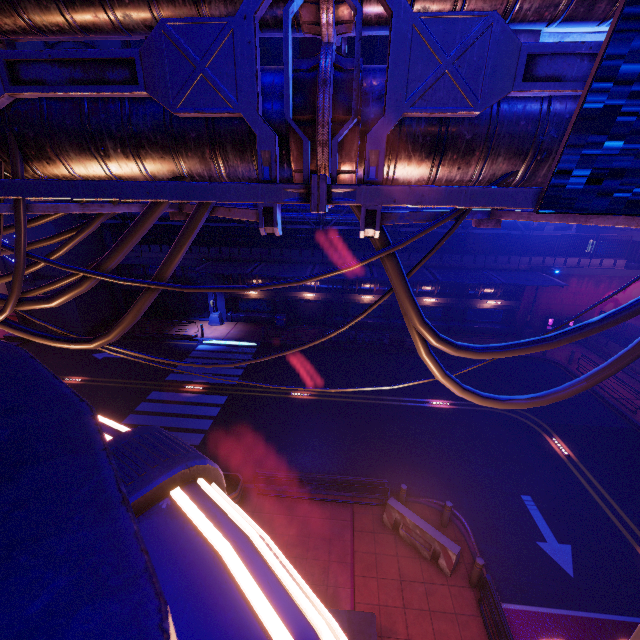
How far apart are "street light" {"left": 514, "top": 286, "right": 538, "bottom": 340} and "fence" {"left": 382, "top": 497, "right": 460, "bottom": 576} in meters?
20.5

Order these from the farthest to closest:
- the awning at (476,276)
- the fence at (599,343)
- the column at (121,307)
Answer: the column at (121,307)
the fence at (599,343)
the awning at (476,276)

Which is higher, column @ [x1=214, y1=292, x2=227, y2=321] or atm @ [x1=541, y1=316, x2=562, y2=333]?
column @ [x1=214, y1=292, x2=227, y2=321]

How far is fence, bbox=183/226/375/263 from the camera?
25.9m

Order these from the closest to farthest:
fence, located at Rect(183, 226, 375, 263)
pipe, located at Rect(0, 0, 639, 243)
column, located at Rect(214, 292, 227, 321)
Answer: pipe, located at Rect(0, 0, 639, 243), fence, located at Rect(183, 226, 375, 263), column, located at Rect(214, 292, 227, 321)

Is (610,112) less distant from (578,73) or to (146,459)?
(578,73)

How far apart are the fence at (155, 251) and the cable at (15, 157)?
21.00m
